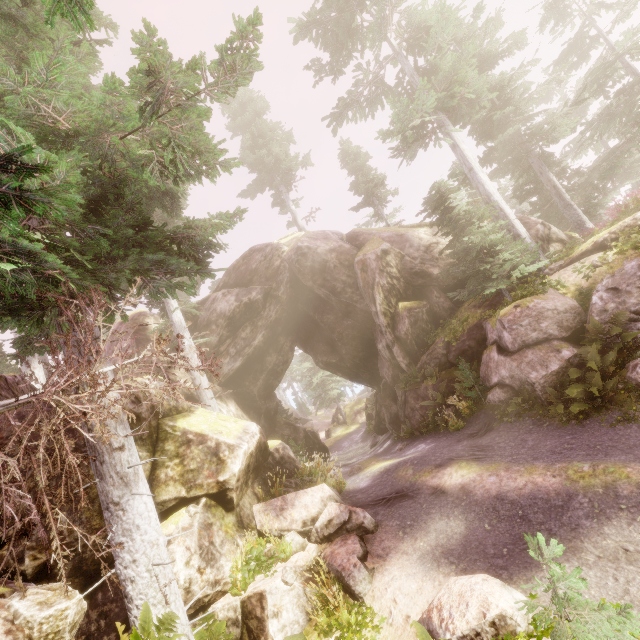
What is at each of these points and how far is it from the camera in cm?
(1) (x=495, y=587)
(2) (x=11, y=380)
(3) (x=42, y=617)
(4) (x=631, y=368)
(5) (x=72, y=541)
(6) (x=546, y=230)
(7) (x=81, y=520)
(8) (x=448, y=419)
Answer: (1) rock, 504
(2) rock, 1052
(3) instancedfoliageactor, 362
(4) instancedfoliageactor, 884
(5) rock, 654
(6) rock, 1678
(7) rock, 679
(8) instancedfoliageactor, 1326

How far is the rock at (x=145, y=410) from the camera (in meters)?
8.73

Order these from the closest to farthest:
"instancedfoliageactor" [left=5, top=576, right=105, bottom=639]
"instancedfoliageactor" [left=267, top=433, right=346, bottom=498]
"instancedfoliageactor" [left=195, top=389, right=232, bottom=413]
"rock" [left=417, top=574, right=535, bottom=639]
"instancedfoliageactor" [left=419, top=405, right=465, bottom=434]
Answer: "instancedfoliageactor" [left=5, top=576, right=105, bottom=639]
"rock" [left=417, top=574, right=535, bottom=639]
"instancedfoliageactor" [left=267, top=433, right=346, bottom=498]
"instancedfoliageactor" [left=419, top=405, right=465, bottom=434]
"instancedfoliageactor" [left=195, top=389, right=232, bottom=413]

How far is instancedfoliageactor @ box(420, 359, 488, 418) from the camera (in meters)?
12.78

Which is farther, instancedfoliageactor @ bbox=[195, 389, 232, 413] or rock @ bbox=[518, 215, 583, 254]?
rock @ bbox=[518, 215, 583, 254]

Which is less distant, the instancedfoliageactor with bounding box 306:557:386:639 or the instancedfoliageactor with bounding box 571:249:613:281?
the instancedfoliageactor with bounding box 306:557:386:639
